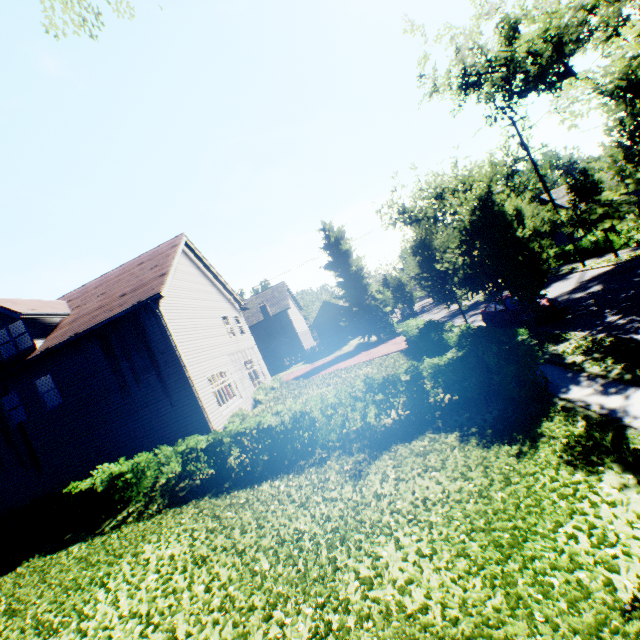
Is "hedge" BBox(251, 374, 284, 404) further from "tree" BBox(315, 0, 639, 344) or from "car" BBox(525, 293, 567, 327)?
"car" BBox(525, 293, 567, 327)

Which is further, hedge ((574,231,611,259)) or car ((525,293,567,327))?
hedge ((574,231,611,259))

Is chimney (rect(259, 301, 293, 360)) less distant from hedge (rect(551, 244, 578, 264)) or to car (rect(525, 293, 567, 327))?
car (rect(525, 293, 567, 327))

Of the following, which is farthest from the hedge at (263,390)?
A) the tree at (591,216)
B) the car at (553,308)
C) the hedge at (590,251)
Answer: the hedge at (590,251)

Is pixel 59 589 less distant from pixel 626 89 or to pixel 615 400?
pixel 615 400

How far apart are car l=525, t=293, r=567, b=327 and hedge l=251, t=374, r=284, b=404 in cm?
1311

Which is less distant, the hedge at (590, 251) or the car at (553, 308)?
the car at (553, 308)

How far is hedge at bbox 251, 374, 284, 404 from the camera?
19.2m
